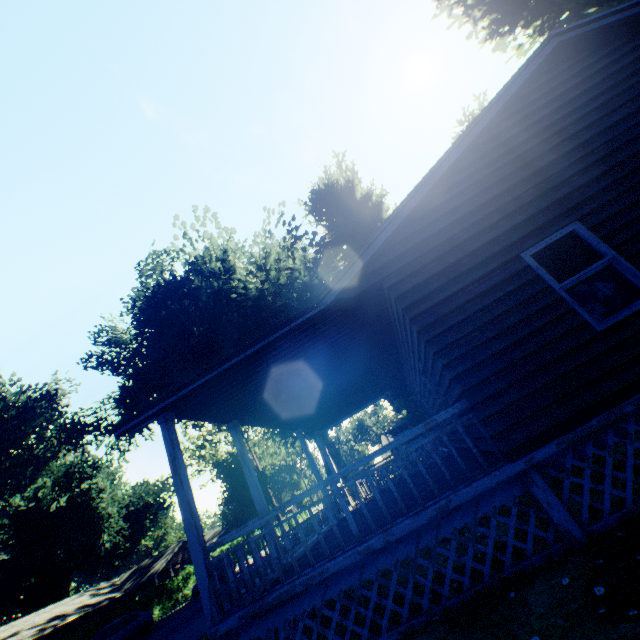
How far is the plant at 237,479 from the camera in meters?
21.5

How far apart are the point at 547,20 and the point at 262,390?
15.2 meters

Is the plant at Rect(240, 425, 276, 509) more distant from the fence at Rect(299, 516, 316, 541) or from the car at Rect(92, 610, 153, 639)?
the car at Rect(92, 610, 153, 639)

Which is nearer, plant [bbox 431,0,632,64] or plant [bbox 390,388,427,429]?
plant [bbox 431,0,632,64]

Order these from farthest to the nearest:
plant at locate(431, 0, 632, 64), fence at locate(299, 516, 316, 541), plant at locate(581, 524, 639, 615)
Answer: fence at locate(299, 516, 316, 541)
plant at locate(431, 0, 632, 64)
plant at locate(581, 524, 639, 615)

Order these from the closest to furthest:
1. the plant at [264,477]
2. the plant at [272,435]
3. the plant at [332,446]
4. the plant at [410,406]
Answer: the plant at [410,406]
the plant at [264,477]
the plant at [332,446]
the plant at [272,435]
